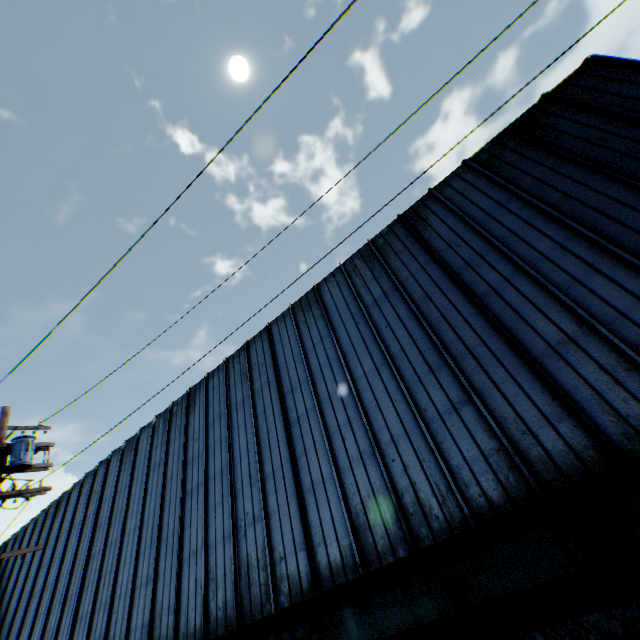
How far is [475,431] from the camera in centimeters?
737cm

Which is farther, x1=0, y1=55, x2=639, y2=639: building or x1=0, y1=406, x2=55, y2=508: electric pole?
x1=0, y1=406, x2=55, y2=508: electric pole

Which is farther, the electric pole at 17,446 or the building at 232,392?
the electric pole at 17,446
